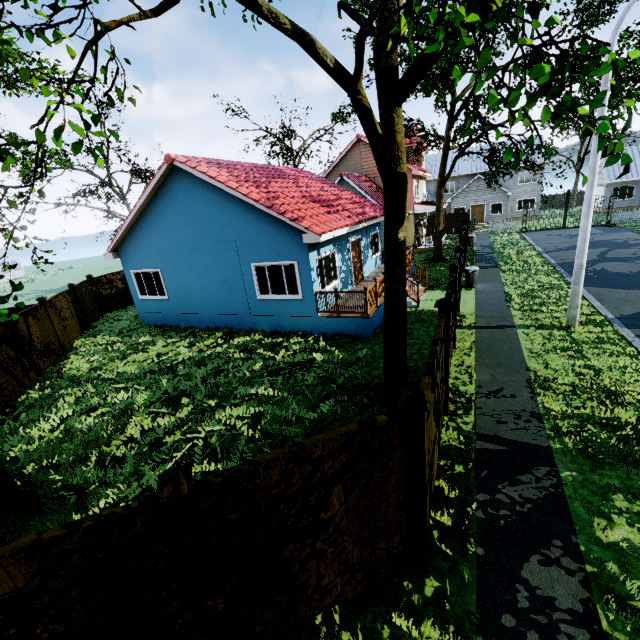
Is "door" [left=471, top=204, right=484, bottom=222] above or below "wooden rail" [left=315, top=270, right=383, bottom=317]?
above

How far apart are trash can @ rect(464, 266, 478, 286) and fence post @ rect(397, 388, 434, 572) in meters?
13.8 m

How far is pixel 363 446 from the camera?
3.3 meters

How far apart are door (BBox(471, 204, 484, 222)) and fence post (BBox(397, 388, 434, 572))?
41.7m

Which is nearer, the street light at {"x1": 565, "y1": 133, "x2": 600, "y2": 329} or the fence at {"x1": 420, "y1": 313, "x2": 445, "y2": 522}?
the fence at {"x1": 420, "y1": 313, "x2": 445, "y2": 522}

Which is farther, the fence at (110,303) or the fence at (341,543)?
the fence at (110,303)

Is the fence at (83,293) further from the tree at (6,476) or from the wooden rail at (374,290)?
the wooden rail at (374,290)

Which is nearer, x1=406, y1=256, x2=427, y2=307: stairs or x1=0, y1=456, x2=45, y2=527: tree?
x1=0, y1=456, x2=45, y2=527: tree
